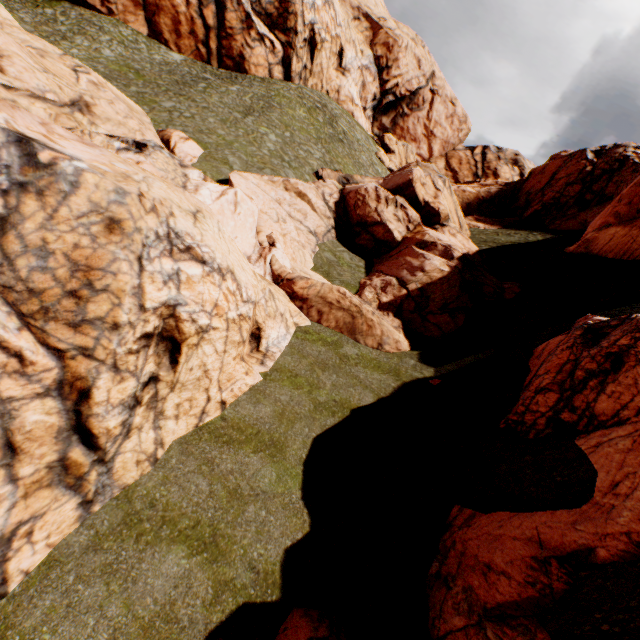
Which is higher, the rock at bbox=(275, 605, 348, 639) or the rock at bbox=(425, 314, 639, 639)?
the rock at bbox=(425, 314, 639, 639)

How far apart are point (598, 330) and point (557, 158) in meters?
42.3 m

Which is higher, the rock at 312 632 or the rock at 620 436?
the rock at 620 436
